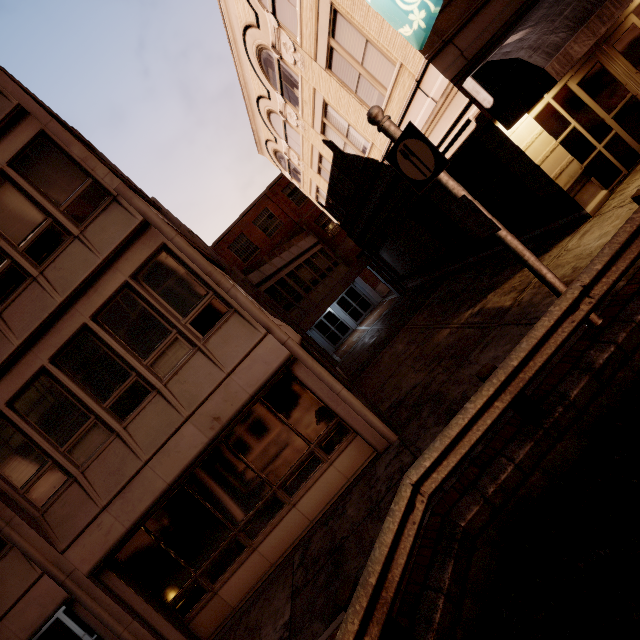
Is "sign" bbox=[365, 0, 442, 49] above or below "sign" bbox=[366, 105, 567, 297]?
above

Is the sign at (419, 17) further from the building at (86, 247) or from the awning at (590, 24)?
the awning at (590, 24)

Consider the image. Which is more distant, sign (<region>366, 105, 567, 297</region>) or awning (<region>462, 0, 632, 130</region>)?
awning (<region>462, 0, 632, 130</region>)

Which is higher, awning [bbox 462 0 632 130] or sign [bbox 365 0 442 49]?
sign [bbox 365 0 442 49]

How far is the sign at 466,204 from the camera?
4.67m

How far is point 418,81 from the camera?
8.1 meters

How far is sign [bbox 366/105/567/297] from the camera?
4.7m

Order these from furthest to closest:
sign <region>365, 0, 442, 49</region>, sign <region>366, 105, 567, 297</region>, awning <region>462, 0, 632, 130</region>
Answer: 1. sign <region>365, 0, 442, 49</region>
2. awning <region>462, 0, 632, 130</region>
3. sign <region>366, 105, 567, 297</region>
